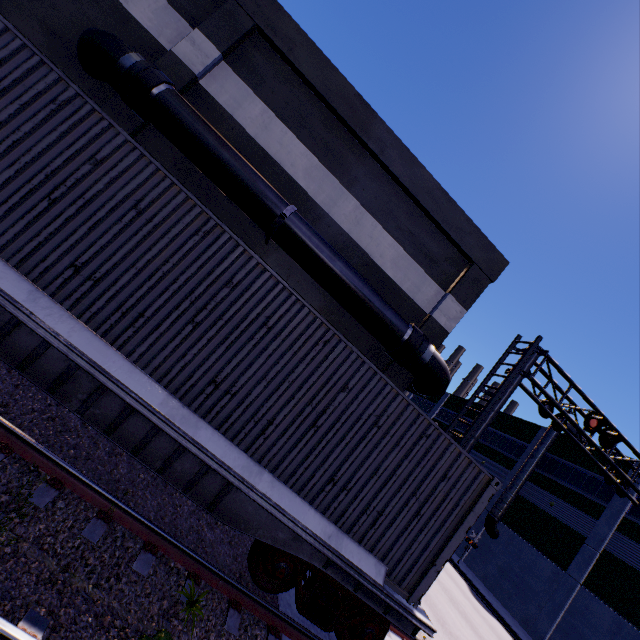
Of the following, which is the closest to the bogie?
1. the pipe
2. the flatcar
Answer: the flatcar

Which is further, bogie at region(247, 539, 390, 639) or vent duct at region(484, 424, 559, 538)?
vent duct at region(484, 424, 559, 538)

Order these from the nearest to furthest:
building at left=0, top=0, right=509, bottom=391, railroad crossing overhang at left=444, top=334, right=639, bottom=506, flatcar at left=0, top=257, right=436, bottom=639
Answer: flatcar at left=0, top=257, right=436, bottom=639 < building at left=0, top=0, right=509, bottom=391 < railroad crossing overhang at left=444, top=334, right=639, bottom=506

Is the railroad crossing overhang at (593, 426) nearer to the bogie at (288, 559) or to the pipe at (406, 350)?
the pipe at (406, 350)

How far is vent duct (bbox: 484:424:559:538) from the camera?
28.2 meters

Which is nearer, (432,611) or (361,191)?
(361,191)

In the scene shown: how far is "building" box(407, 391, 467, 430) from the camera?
43.56m

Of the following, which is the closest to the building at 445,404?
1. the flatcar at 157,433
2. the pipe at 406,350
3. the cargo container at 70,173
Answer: the pipe at 406,350
